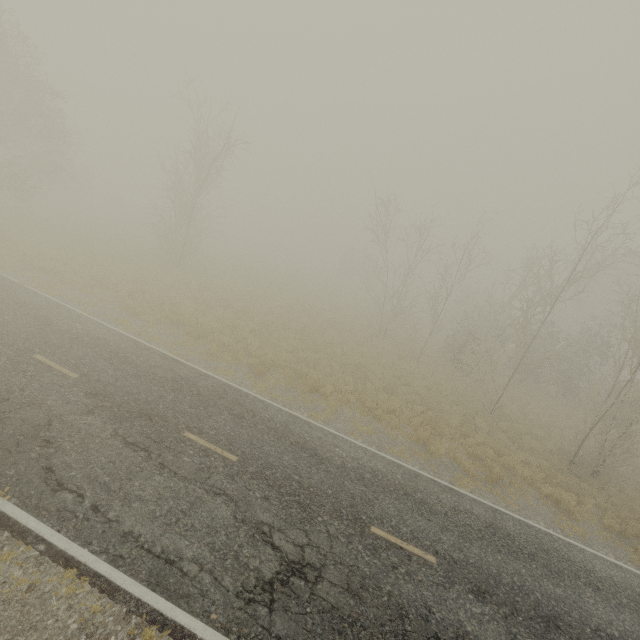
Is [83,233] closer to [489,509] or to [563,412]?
[489,509]

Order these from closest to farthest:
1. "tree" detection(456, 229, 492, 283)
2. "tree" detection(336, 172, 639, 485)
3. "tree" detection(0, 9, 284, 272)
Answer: "tree" detection(336, 172, 639, 485) < "tree" detection(456, 229, 492, 283) < "tree" detection(0, 9, 284, 272)

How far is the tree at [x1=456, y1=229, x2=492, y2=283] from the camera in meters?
20.5 m

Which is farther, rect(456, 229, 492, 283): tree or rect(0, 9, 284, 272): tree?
rect(0, 9, 284, 272): tree

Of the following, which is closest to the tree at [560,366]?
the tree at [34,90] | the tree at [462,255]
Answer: the tree at [462,255]

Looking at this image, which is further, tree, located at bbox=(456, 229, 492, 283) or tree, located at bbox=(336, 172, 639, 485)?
tree, located at bbox=(456, 229, 492, 283)

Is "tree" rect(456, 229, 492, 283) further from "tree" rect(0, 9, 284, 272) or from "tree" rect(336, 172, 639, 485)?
A: "tree" rect(0, 9, 284, 272)
